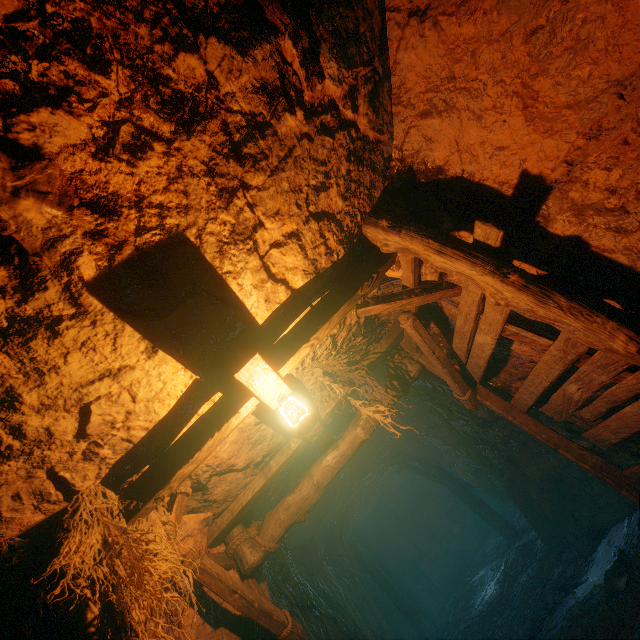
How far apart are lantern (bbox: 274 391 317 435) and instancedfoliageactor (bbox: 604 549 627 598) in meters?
5.1

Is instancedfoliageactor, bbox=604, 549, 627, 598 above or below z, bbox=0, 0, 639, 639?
below

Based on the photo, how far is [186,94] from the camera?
1.7 meters

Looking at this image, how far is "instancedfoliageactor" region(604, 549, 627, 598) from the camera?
4.5m

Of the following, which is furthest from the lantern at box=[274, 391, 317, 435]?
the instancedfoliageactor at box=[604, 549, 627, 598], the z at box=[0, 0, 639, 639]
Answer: the instancedfoliageactor at box=[604, 549, 627, 598]

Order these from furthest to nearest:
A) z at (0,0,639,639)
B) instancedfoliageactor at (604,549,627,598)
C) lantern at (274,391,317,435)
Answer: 1. instancedfoliageactor at (604,549,627,598)
2. lantern at (274,391,317,435)
3. z at (0,0,639,639)

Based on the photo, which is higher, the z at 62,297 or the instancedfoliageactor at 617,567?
the z at 62,297

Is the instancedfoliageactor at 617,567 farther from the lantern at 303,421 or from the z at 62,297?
the lantern at 303,421
